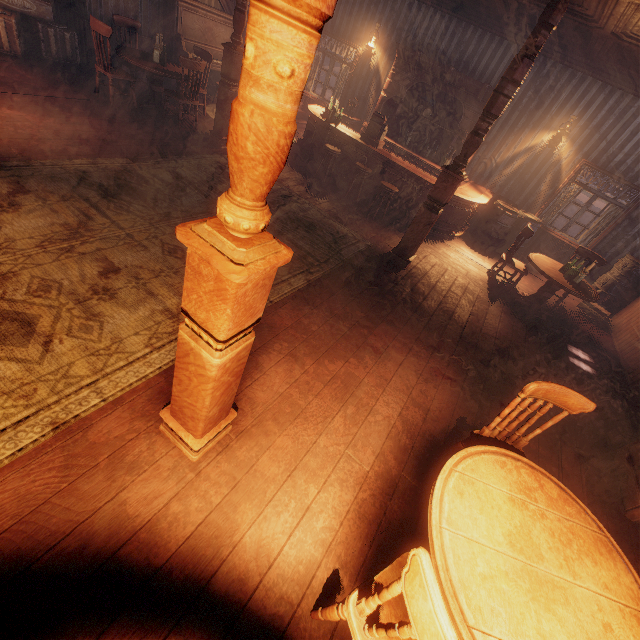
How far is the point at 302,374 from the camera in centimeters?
313cm

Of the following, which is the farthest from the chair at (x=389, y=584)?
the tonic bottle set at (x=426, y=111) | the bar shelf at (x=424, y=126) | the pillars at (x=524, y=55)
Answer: the tonic bottle set at (x=426, y=111)

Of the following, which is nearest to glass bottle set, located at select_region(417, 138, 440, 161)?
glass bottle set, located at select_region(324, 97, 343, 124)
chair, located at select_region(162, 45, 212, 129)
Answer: glass bottle set, located at select_region(324, 97, 343, 124)

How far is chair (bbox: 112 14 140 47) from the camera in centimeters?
633cm

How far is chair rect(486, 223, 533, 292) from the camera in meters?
6.0

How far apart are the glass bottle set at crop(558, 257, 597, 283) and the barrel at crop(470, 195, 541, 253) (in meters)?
2.08

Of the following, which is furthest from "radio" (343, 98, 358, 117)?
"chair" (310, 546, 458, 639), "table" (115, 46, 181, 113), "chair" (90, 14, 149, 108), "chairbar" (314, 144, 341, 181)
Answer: "chair" (310, 546, 458, 639)

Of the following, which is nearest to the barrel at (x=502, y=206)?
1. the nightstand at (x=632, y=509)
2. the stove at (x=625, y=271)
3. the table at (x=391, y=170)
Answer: the table at (x=391, y=170)
